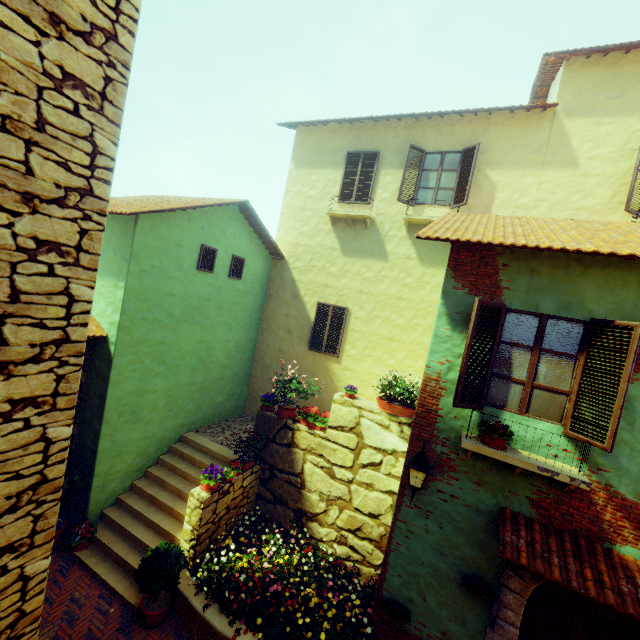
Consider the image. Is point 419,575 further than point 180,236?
No

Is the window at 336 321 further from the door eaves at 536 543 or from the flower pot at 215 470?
the door eaves at 536 543

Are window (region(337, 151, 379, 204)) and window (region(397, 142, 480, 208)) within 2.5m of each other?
yes

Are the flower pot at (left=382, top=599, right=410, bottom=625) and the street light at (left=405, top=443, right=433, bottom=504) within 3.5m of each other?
yes

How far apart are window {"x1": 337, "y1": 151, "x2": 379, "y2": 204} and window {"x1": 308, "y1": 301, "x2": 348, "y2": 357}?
3.3m

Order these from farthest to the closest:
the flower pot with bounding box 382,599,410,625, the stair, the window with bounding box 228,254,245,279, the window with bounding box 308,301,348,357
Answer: the window with bounding box 308,301,348,357 → the window with bounding box 228,254,245,279 → the stair → the flower pot with bounding box 382,599,410,625

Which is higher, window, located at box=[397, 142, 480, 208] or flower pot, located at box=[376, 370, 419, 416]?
window, located at box=[397, 142, 480, 208]

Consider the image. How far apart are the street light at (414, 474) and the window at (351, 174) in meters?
7.7
